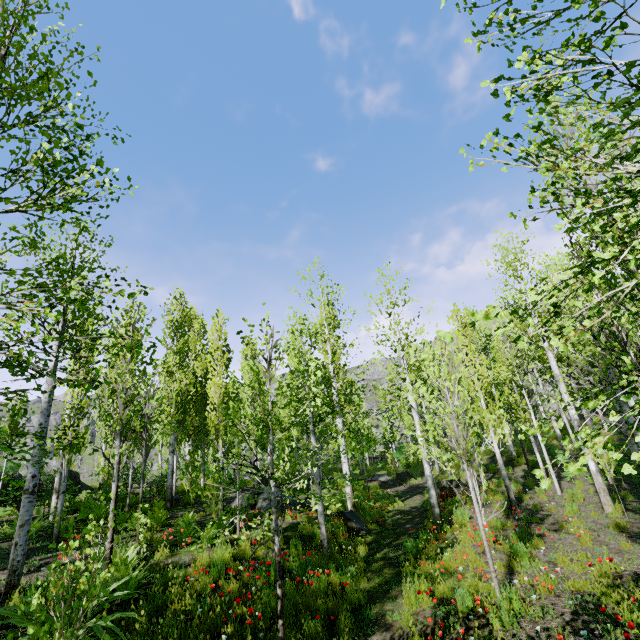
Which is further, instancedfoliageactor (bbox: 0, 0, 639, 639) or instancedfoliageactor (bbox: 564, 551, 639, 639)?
instancedfoliageactor (bbox: 564, 551, 639, 639)

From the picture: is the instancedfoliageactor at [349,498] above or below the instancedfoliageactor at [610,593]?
above

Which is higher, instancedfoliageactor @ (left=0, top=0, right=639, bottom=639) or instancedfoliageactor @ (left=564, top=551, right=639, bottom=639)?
instancedfoliageactor @ (left=0, top=0, right=639, bottom=639)

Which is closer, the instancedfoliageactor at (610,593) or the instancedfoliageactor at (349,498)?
the instancedfoliageactor at (349,498)

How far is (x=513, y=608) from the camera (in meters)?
5.27
